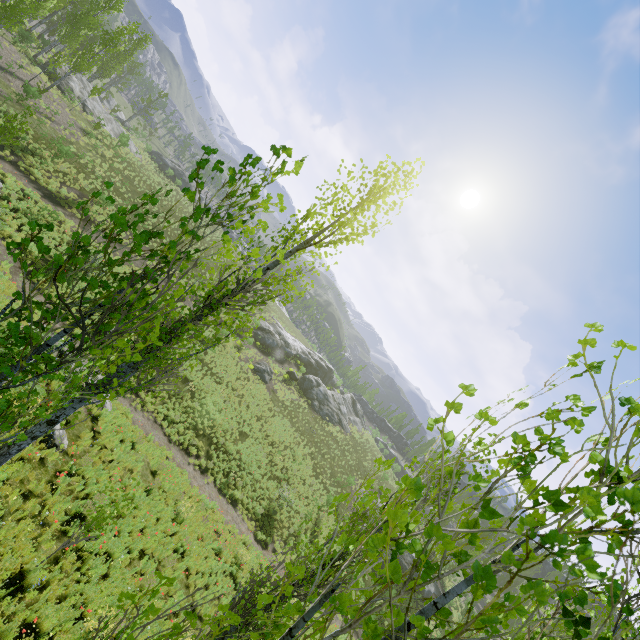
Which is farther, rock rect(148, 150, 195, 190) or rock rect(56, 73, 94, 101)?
rock rect(148, 150, 195, 190)

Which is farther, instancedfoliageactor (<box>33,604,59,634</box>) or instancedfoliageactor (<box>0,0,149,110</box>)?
instancedfoliageactor (<box>0,0,149,110</box>)

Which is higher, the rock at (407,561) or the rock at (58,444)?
the rock at (407,561)

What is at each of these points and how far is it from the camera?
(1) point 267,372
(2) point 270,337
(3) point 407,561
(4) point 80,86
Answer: (1) rock, 34.8m
(2) rock, 41.6m
(3) rock, 32.4m
(4) rock, 34.9m

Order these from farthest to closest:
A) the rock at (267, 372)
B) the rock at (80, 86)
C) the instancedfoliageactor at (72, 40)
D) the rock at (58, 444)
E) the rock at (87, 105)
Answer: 1. the rock at (87, 105)
2. the rock at (267, 372)
3. the rock at (80, 86)
4. the instancedfoliageactor at (72, 40)
5. the rock at (58, 444)

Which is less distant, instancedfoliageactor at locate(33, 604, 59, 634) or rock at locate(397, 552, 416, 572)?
instancedfoliageactor at locate(33, 604, 59, 634)

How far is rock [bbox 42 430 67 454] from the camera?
9.6m

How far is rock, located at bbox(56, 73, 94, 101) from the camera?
32.1 meters
